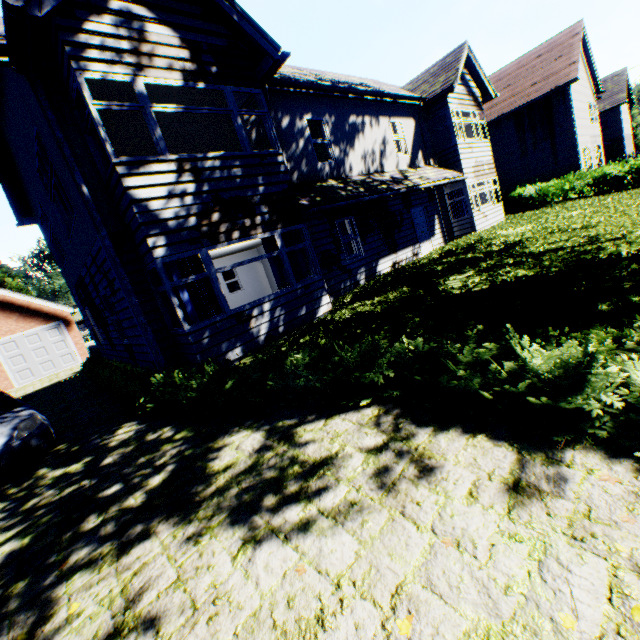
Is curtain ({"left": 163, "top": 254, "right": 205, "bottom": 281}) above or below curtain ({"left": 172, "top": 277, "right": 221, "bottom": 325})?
above

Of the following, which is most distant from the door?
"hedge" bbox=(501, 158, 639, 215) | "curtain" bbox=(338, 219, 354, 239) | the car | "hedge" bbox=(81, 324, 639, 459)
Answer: the car

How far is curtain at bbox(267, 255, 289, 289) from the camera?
8.7m

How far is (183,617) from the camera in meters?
2.4 m

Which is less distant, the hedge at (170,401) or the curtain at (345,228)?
the hedge at (170,401)

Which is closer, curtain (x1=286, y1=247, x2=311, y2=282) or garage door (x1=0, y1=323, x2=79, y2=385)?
curtain (x1=286, y1=247, x2=311, y2=282)

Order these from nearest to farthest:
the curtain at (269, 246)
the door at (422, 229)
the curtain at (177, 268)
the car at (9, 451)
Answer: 1. the car at (9, 451)
2. the curtain at (177, 268)
3. the curtain at (269, 246)
4. the door at (422, 229)

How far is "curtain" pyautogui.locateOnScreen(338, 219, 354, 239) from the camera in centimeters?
1194cm
